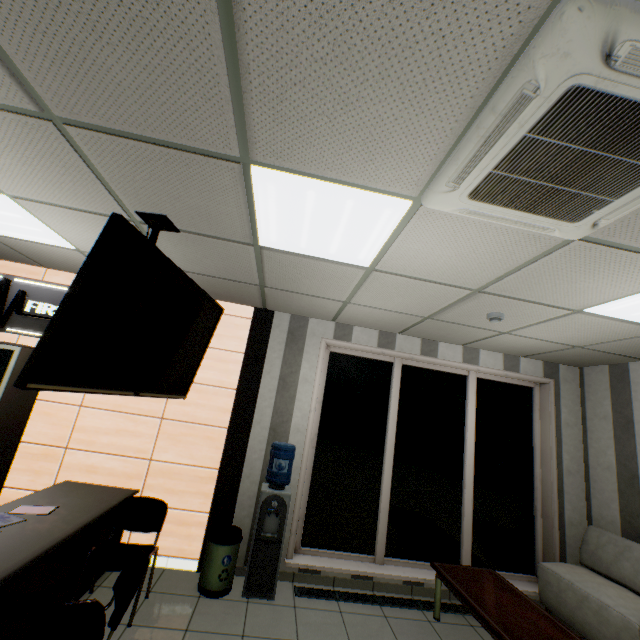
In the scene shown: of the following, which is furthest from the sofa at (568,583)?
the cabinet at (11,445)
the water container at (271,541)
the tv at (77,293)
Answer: the cabinet at (11,445)

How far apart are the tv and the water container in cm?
153

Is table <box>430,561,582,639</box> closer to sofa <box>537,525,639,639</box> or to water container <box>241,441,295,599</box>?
sofa <box>537,525,639,639</box>

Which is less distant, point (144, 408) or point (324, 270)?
point (324, 270)

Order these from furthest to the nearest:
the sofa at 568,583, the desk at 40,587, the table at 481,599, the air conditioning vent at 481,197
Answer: the sofa at 568,583, the table at 481,599, the desk at 40,587, the air conditioning vent at 481,197

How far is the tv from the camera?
1.4m

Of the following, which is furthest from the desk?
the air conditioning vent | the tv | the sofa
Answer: the sofa

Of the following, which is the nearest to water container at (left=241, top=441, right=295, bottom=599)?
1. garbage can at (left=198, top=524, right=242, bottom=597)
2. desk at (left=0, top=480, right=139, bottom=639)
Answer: garbage can at (left=198, top=524, right=242, bottom=597)
